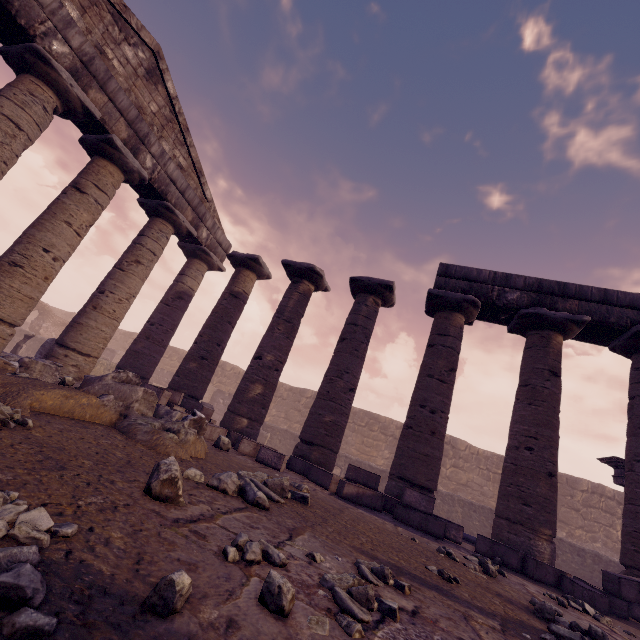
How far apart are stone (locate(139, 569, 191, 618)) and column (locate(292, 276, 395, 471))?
7.0m

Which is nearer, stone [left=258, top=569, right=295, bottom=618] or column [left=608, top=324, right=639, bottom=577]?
stone [left=258, top=569, right=295, bottom=618]

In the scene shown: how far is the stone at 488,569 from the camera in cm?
376

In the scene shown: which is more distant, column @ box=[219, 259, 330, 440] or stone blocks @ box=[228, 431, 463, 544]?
column @ box=[219, 259, 330, 440]

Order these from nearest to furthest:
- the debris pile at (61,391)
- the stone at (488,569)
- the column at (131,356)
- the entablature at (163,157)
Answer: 1. the debris pile at (61,391)
2. the stone at (488,569)
3. the entablature at (163,157)
4. the column at (131,356)

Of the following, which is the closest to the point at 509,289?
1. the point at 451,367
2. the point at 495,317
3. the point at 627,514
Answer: the point at 495,317

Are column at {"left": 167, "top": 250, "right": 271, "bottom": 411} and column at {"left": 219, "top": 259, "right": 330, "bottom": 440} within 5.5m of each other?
yes

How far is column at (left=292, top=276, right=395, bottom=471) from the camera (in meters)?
7.79
